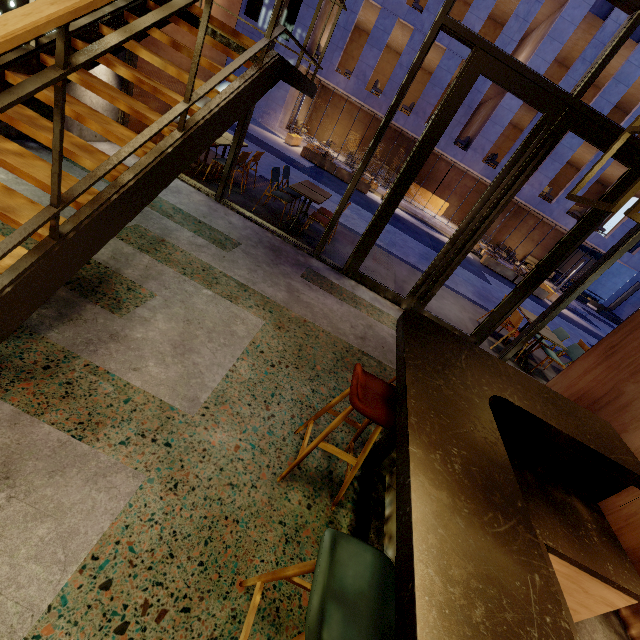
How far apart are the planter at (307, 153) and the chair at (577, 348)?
13.9 meters

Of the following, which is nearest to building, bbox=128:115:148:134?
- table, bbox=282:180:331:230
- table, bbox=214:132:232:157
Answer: table, bbox=214:132:232:157

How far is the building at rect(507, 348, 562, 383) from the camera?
6.5 meters

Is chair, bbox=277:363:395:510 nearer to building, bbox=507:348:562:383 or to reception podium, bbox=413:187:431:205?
building, bbox=507:348:562:383

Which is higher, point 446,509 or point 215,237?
point 446,509

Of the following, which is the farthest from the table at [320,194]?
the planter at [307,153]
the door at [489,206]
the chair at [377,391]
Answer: the planter at [307,153]

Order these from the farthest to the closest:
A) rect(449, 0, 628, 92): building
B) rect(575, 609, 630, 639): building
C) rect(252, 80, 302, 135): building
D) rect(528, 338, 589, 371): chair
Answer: rect(252, 80, 302, 135): building → rect(449, 0, 628, 92): building → rect(528, 338, 589, 371): chair → rect(575, 609, 630, 639): building

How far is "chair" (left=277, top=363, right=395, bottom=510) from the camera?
1.9 meters
